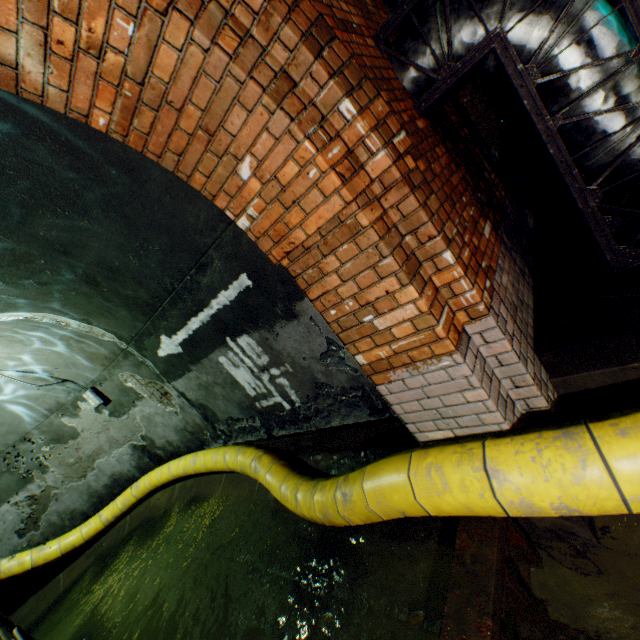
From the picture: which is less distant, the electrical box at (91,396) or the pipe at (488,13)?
the pipe at (488,13)

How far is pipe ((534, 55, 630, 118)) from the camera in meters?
2.2 m

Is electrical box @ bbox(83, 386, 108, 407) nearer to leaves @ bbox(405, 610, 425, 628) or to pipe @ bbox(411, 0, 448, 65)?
leaves @ bbox(405, 610, 425, 628)

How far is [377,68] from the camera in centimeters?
244cm

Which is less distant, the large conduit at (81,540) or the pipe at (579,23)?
the large conduit at (81,540)

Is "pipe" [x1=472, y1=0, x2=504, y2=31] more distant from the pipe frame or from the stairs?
the stairs

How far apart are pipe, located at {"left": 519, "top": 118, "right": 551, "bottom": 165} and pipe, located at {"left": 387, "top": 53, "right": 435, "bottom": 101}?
3.9m

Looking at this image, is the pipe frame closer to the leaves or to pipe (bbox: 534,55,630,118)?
pipe (bbox: 534,55,630,118)
